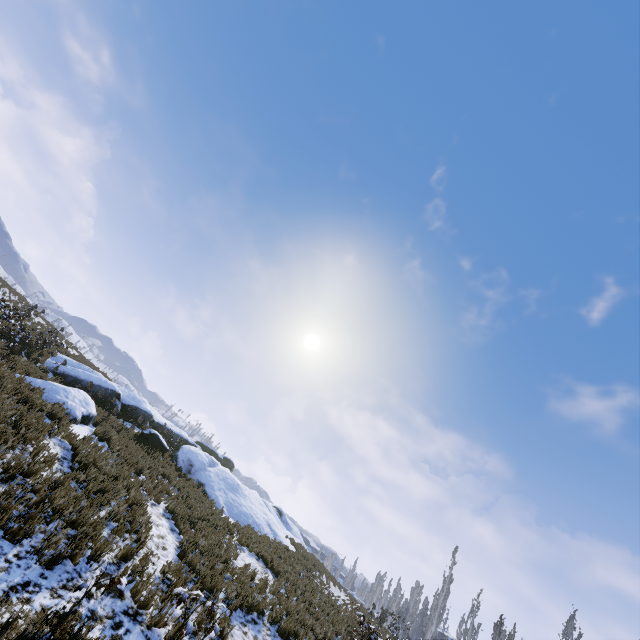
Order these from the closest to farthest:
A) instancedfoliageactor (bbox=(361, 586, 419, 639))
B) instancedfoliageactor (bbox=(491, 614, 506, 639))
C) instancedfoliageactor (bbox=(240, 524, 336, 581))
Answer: instancedfoliageactor (bbox=(240, 524, 336, 581)) < instancedfoliageactor (bbox=(361, 586, 419, 639)) < instancedfoliageactor (bbox=(491, 614, 506, 639))

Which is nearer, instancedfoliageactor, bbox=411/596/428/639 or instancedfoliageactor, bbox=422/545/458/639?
instancedfoliageactor, bbox=422/545/458/639

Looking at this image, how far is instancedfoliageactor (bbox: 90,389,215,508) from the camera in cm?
1270

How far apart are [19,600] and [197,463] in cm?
1615

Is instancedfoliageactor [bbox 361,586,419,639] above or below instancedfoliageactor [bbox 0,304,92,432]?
above

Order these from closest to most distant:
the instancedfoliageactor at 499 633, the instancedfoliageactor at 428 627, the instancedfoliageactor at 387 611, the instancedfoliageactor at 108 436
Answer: the instancedfoliageactor at 108 436, the instancedfoliageactor at 387 611, the instancedfoliageactor at 499 633, the instancedfoliageactor at 428 627

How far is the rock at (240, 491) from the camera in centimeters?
1273cm
